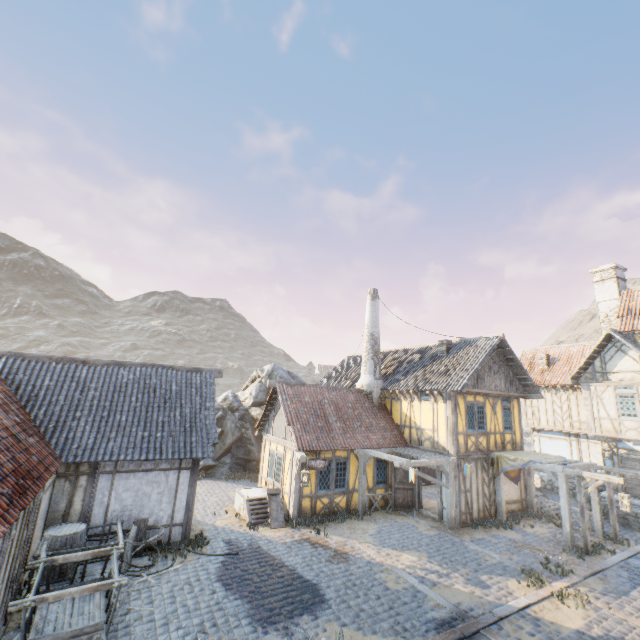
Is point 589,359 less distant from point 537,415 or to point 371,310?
point 537,415

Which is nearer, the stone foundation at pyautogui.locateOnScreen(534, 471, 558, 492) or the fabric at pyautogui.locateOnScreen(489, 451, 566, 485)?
the fabric at pyautogui.locateOnScreen(489, 451, 566, 485)

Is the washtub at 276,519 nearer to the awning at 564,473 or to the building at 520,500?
the building at 520,500

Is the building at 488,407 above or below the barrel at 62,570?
above

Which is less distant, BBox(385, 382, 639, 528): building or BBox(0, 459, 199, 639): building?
BBox(0, 459, 199, 639): building

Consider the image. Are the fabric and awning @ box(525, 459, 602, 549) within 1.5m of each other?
yes

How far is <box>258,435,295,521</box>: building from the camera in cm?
1389

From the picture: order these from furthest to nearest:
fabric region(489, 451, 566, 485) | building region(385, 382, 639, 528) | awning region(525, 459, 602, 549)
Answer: building region(385, 382, 639, 528)
fabric region(489, 451, 566, 485)
awning region(525, 459, 602, 549)
